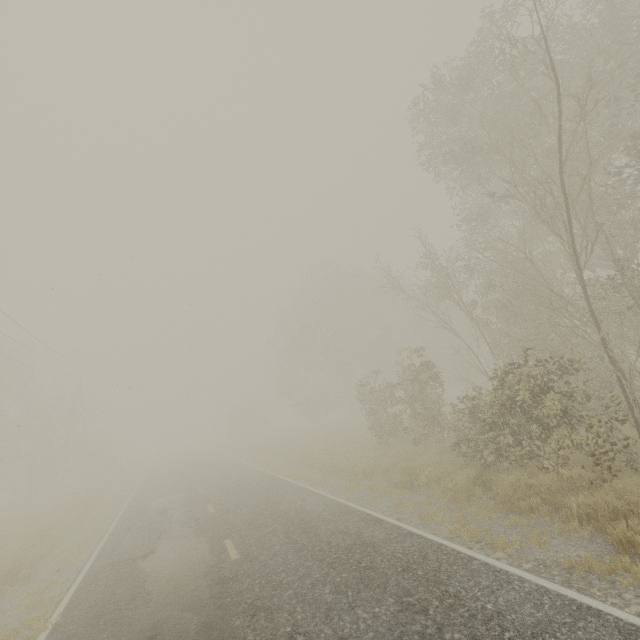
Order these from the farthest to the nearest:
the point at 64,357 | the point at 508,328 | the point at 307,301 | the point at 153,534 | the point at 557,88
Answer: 1. the point at 307,301
2. the point at 64,357
3. the point at 508,328
4. the point at 153,534
5. the point at 557,88
